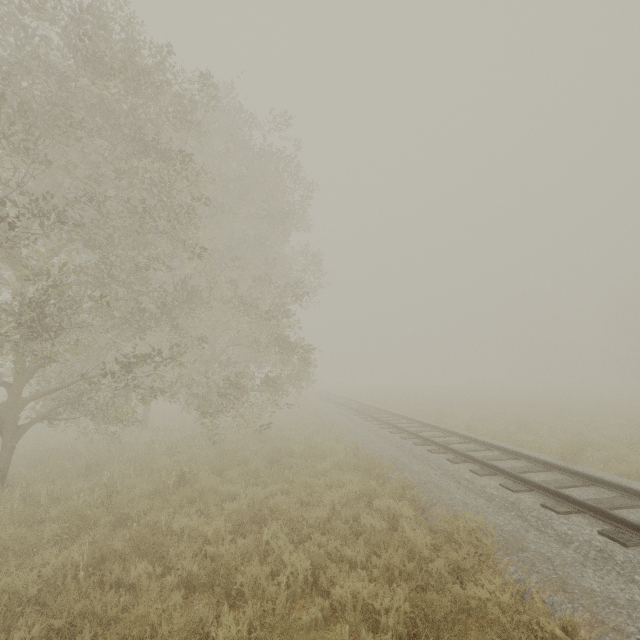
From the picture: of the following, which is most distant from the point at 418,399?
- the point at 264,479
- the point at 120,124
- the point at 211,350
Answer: the point at 120,124
